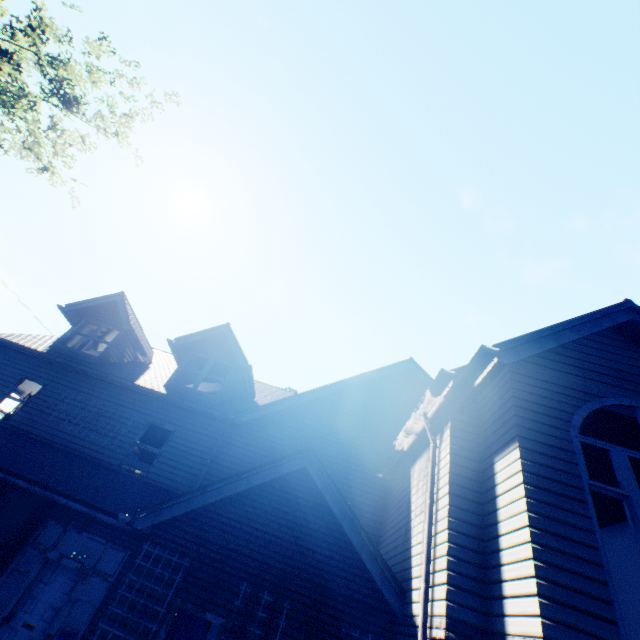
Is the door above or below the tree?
below

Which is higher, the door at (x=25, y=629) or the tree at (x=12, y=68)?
the tree at (x=12, y=68)

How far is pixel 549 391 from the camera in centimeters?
520cm

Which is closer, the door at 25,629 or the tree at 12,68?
the door at 25,629

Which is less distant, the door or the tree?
the door
